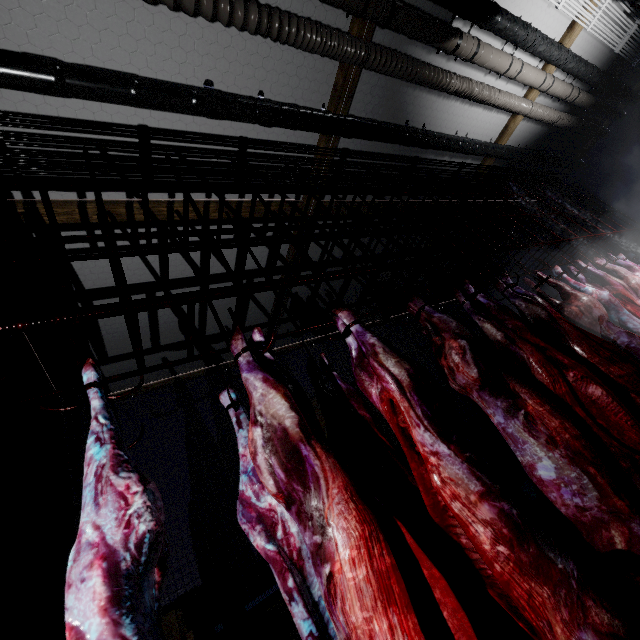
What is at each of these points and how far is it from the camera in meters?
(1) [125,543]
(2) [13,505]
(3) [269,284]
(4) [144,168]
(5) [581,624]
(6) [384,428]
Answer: (1) meat, 0.9
(2) door, 1.3
(3) rig, 1.7
(4) wire, 2.7
(5) meat, 1.1
(6) pallet, 4.1

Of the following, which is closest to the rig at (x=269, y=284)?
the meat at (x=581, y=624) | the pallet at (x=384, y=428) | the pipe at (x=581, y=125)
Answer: the meat at (x=581, y=624)

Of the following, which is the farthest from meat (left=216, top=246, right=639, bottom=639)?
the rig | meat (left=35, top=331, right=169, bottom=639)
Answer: meat (left=35, top=331, right=169, bottom=639)

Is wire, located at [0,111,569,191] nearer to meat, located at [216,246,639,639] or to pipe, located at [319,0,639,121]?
pipe, located at [319,0,639,121]

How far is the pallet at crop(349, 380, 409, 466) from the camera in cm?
394

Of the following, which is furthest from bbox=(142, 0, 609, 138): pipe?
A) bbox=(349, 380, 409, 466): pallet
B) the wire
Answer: bbox=(349, 380, 409, 466): pallet

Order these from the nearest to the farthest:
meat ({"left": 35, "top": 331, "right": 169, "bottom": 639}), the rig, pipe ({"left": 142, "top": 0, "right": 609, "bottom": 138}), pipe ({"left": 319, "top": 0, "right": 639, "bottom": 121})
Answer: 1. meat ({"left": 35, "top": 331, "right": 169, "bottom": 639})
2. the rig
3. pipe ({"left": 142, "top": 0, "right": 609, "bottom": 138})
4. pipe ({"left": 319, "top": 0, "right": 639, "bottom": 121})

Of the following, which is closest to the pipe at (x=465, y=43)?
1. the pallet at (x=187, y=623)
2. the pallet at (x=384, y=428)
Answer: the pallet at (x=384, y=428)
